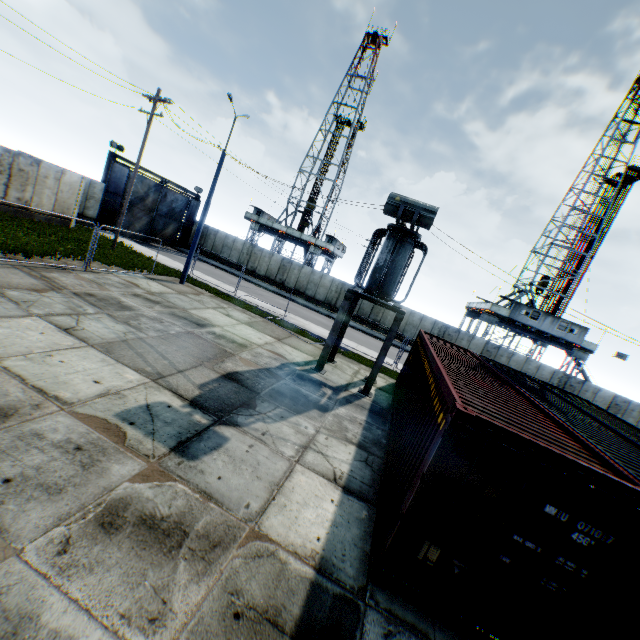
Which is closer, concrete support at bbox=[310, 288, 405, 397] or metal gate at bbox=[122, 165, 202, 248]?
concrete support at bbox=[310, 288, 405, 397]

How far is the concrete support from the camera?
12.48m

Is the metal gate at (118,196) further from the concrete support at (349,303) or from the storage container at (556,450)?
the storage container at (556,450)

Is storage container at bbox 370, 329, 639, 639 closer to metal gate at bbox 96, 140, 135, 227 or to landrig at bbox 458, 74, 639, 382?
landrig at bbox 458, 74, 639, 382

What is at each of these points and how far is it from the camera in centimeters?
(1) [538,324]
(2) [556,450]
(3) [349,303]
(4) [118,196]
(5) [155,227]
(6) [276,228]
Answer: (1) landrig, 3191cm
(2) storage container, 423cm
(3) concrete support, 1283cm
(4) metal gate, 2664cm
(5) metal gate, 3158cm
(6) landrig, 4369cm

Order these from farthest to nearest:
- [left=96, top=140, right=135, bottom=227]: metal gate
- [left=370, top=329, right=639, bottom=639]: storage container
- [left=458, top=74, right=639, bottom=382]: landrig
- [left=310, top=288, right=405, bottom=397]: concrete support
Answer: [left=458, top=74, right=639, bottom=382]: landrig → [left=96, top=140, right=135, bottom=227]: metal gate → [left=310, top=288, right=405, bottom=397]: concrete support → [left=370, top=329, right=639, bottom=639]: storage container

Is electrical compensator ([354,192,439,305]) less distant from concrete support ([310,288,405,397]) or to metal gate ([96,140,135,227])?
concrete support ([310,288,405,397])

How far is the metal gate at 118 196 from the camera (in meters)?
25.22
